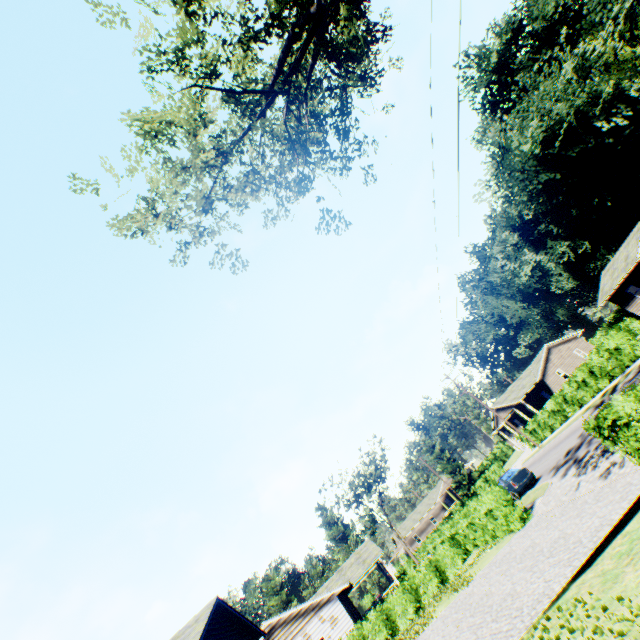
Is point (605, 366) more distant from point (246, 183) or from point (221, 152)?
point (221, 152)

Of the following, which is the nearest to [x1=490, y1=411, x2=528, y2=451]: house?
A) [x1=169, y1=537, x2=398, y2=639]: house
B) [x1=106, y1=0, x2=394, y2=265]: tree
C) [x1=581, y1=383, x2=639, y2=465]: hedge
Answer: [x1=169, y1=537, x2=398, y2=639]: house

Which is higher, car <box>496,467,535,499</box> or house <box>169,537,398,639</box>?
house <box>169,537,398,639</box>

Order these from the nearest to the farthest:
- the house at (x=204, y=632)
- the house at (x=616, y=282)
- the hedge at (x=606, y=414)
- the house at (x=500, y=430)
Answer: the hedge at (x=606, y=414) → the house at (x=204, y=632) → the house at (x=616, y=282) → the house at (x=500, y=430)

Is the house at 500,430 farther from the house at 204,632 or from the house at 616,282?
the house at 204,632

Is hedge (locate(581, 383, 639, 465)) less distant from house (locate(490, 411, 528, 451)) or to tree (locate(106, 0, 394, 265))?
tree (locate(106, 0, 394, 265))

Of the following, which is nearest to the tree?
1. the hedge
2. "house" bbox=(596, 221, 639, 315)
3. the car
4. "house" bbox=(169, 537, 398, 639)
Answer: the hedge

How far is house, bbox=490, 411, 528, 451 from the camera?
47.3m
